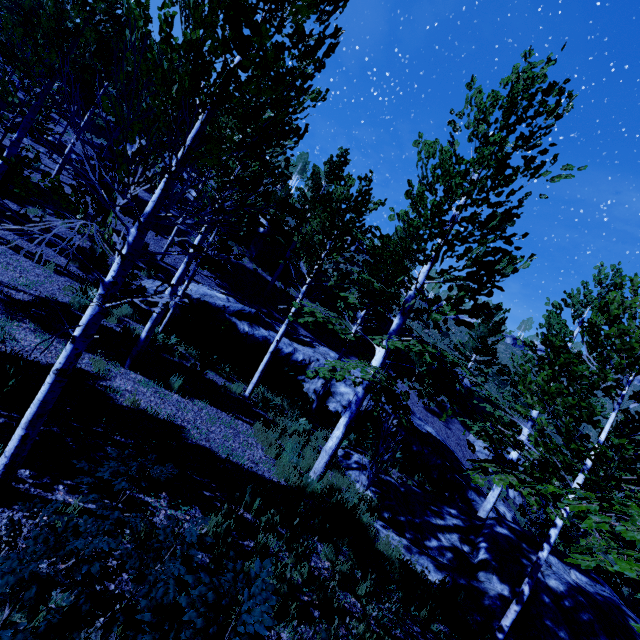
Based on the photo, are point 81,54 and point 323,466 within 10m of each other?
no

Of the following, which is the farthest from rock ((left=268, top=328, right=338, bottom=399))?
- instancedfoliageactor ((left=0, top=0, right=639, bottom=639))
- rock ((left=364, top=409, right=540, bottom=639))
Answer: rock ((left=364, top=409, right=540, bottom=639))

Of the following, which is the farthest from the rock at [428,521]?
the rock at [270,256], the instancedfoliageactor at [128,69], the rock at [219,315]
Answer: the rock at [270,256]

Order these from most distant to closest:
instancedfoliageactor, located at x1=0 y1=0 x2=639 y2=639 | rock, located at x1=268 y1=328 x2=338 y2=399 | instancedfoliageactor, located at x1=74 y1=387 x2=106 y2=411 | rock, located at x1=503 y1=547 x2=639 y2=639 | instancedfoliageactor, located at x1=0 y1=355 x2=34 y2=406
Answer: rock, located at x1=268 y1=328 x2=338 y2=399 → rock, located at x1=503 y1=547 x2=639 y2=639 → instancedfoliageactor, located at x1=74 y1=387 x2=106 y2=411 → instancedfoliageactor, located at x1=0 y1=355 x2=34 y2=406 → instancedfoliageactor, located at x1=0 y1=0 x2=639 y2=639

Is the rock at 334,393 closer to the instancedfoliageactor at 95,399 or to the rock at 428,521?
the instancedfoliageactor at 95,399

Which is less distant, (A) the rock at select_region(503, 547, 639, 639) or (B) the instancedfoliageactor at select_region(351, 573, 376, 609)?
(B) the instancedfoliageactor at select_region(351, 573, 376, 609)

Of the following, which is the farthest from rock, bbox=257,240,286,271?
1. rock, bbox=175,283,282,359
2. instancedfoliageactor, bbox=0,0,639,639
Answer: rock, bbox=175,283,282,359

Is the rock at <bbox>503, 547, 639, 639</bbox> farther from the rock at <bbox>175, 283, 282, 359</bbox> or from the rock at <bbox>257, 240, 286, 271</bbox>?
the rock at <bbox>257, 240, 286, 271</bbox>
